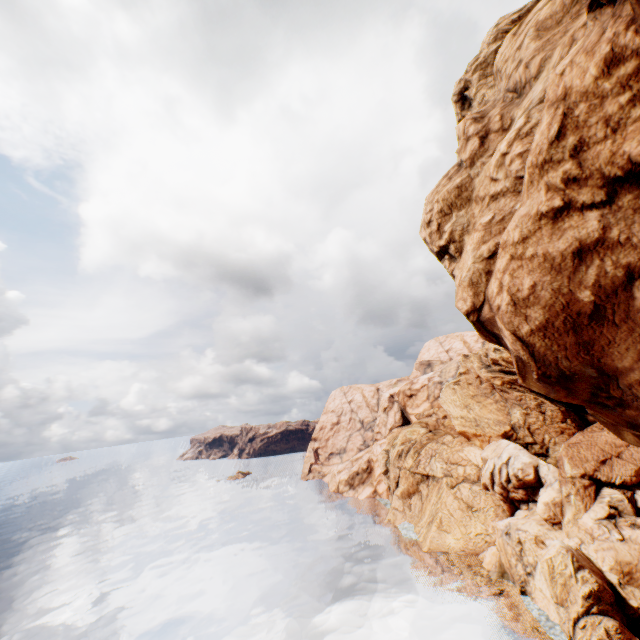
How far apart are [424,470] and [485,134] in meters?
61.6 m
